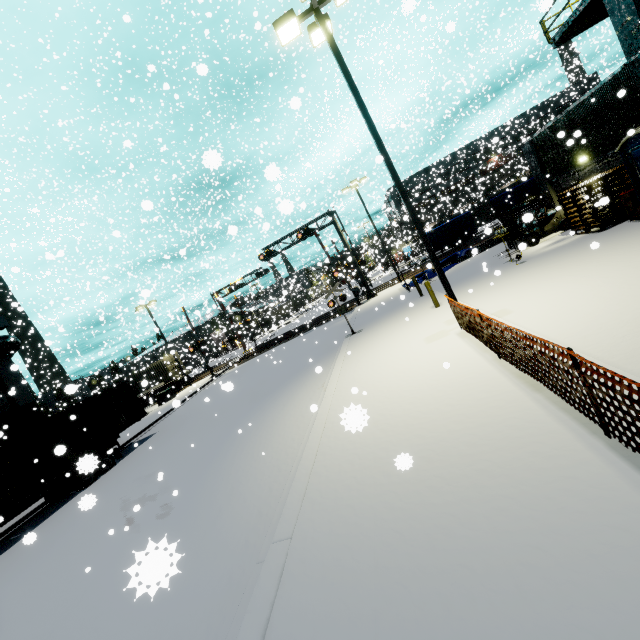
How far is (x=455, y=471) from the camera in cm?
413

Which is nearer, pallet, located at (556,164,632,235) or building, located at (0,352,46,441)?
pallet, located at (556,164,632,235)

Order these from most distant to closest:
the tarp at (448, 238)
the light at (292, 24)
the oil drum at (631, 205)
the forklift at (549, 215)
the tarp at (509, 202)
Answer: the tarp at (448, 238) < the tarp at (509, 202) < the forklift at (549, 215) < the oil drum at (631, 205) < the light at (292, 24)

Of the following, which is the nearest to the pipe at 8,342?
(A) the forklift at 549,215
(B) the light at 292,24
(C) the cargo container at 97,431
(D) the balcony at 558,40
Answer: (C) the cargo container at 97,431

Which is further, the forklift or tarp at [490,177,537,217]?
tarp at [490,177,537,217]

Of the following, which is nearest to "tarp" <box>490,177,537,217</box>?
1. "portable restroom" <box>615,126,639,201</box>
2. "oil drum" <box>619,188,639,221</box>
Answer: "portable restroom" <box>615,126,639,201</box>

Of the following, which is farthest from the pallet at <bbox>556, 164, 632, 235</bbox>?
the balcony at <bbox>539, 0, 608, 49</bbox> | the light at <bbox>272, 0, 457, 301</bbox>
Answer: the light at <bbox>272, 0, 457, 301</bbox>

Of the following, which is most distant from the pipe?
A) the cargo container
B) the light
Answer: the light
